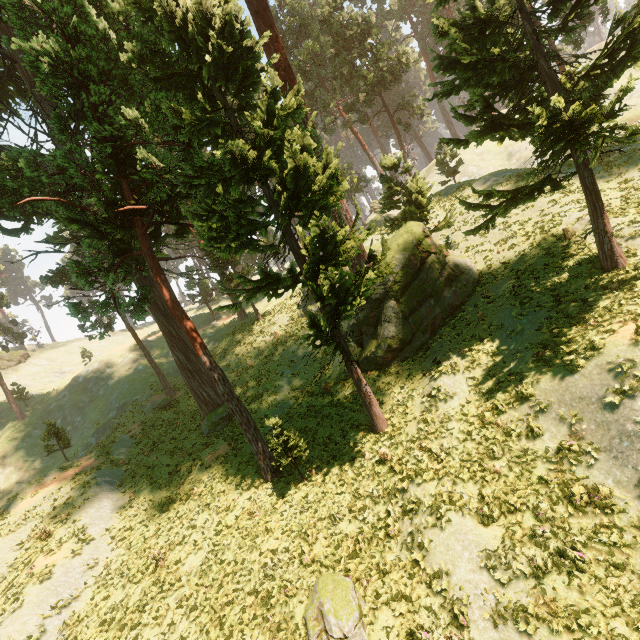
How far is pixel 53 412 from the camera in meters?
38.3

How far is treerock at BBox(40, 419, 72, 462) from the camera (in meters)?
24.12

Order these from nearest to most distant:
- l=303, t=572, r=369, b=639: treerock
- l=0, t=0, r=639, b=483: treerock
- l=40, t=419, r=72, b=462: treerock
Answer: l=303, t=572, r=369, b=639: treerock, l=0, t=0, r=639, b=483: treerock, l=40, t=419, r=72, b=462: treerock

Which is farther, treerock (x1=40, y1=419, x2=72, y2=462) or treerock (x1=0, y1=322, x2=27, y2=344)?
treerock (x1=0, y1=322, x2=27, y2=344)

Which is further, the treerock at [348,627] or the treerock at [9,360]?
the treerock at [9,360]
